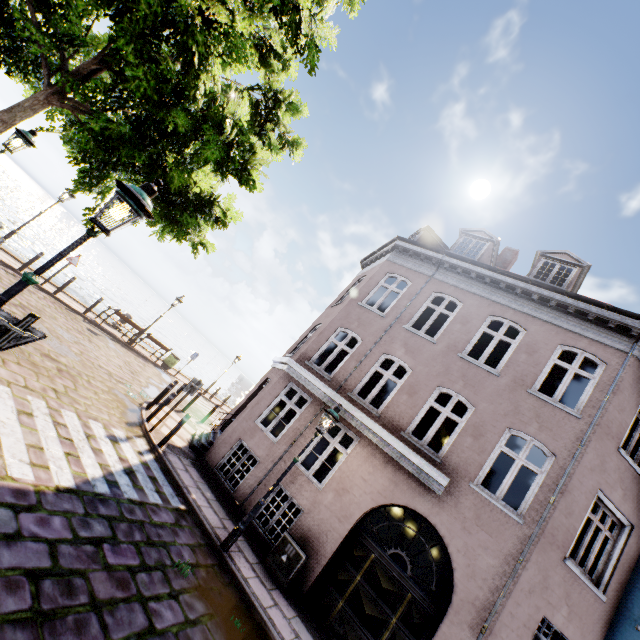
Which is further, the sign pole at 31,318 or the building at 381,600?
the building at 381,600

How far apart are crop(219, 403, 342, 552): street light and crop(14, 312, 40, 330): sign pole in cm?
571

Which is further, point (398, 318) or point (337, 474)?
point (398, 318)

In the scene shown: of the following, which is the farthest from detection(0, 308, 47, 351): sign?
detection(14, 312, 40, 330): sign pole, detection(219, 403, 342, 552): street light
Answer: detection(219, 403, 342, 552): street light

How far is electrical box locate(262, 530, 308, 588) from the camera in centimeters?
759cm

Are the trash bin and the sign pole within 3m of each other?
no

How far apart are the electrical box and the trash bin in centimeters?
1424cm

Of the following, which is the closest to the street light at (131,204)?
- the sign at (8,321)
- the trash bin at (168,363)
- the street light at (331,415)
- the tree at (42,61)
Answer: the sign at (8,321)
